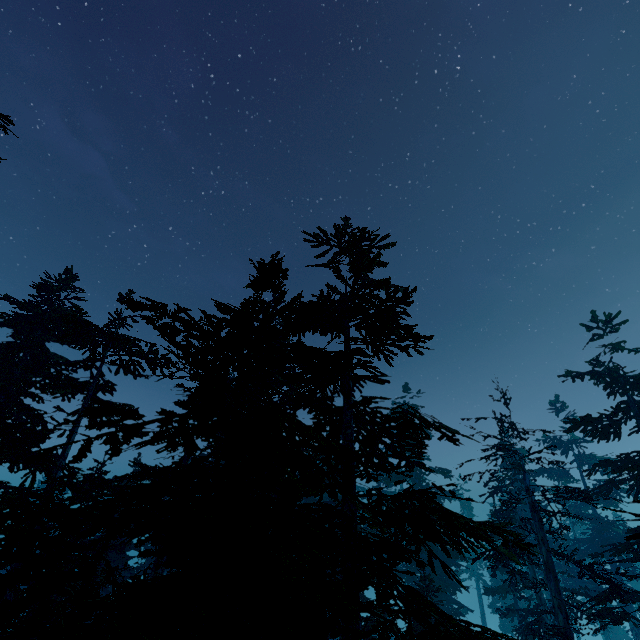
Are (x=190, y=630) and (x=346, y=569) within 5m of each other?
yes
